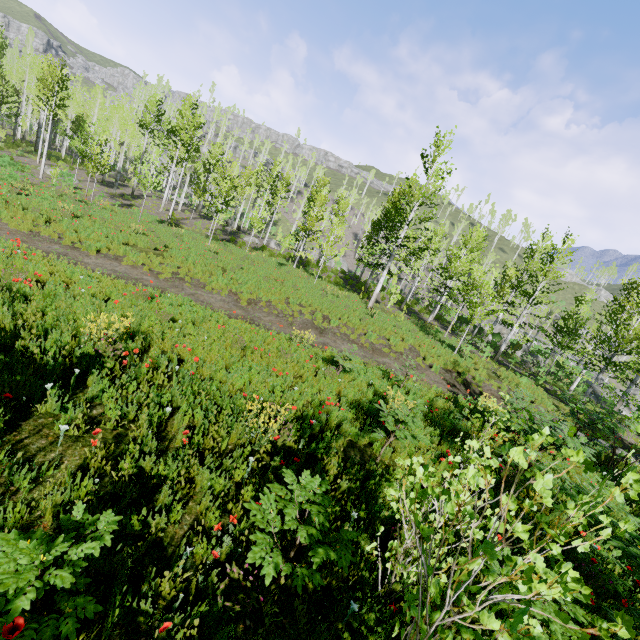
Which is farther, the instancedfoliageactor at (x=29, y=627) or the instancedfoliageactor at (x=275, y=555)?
the instancedfoliageactor at (x=275, y=555)

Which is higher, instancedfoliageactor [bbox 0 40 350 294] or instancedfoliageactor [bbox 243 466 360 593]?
instancedfoliageactor [bbox 0 40 350 294]

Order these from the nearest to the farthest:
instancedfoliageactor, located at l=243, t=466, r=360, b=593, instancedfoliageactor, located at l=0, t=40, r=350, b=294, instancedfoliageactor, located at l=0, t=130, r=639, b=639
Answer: instancedfoliageactor, located at l=0, t=130, r=639, b=639 → instancedfoliageactor, located at l=243, t=466, r=360, b=593 → instancedfoliageactor, located at l=0, t=40, r=350, b=294

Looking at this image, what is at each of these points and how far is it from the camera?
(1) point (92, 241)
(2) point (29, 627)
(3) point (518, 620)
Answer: (1) instancedfoliageactor, 13.9m
(2) instancedfoliageactor, 1.8m
(3) instancedfoliageactor, 1.0m

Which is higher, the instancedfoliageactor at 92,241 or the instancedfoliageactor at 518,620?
the instancedfoliageactor at 518,620

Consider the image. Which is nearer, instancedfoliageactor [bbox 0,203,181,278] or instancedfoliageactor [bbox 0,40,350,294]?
instancedfoliageactor [bbox 0,203,181,278]

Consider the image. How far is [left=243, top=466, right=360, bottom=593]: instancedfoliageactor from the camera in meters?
2.7 m
